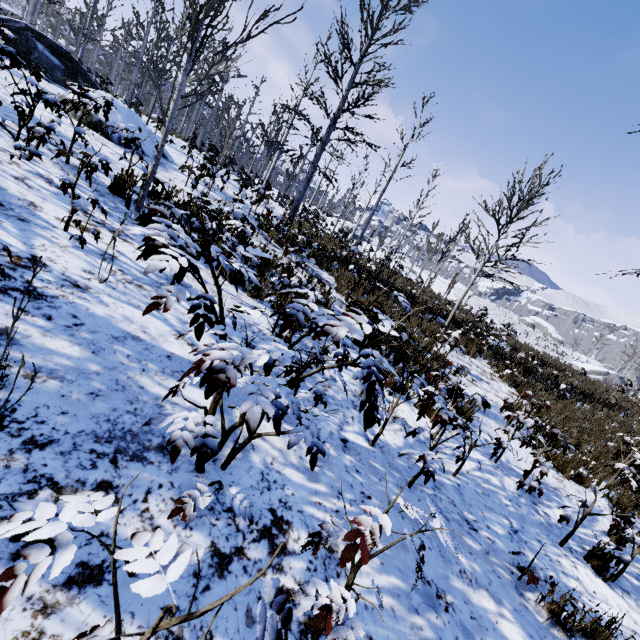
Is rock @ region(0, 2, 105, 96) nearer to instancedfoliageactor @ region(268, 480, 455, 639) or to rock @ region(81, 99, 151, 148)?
rock @ region(81, 99, 151, 148)

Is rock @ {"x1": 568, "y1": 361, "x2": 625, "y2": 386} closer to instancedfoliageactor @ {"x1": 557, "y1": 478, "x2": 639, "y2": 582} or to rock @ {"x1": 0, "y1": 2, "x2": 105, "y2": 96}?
instancedfoliageactor @ {"x1": 557, "y1": 478, "x2": 639, "y2": 582}

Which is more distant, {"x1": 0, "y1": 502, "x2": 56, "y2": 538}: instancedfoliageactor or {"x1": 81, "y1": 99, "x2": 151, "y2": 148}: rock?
{"x1": 81, "y1": 99, "x2": 151, "y2": 148}: rock

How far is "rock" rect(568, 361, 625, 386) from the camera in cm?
5125

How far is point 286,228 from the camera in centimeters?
947cm

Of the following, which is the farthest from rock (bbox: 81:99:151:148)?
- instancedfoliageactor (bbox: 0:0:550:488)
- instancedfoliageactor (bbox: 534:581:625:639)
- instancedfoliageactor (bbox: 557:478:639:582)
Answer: instancedfoliageactor (bbox: 557:478:639:582)

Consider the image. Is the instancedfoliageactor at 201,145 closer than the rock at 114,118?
Yes

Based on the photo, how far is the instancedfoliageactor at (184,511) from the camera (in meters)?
1.74
